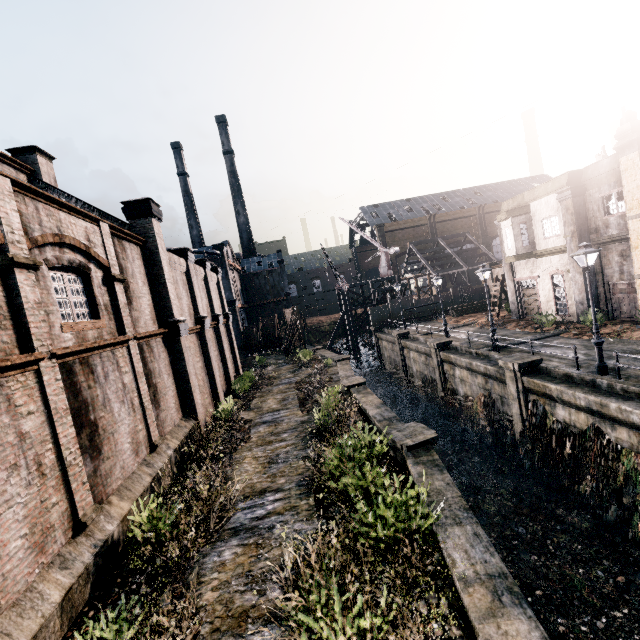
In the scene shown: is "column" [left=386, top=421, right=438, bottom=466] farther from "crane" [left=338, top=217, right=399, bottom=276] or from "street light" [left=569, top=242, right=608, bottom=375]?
"crane" [left=338, top=217, right=399, bottom=276]

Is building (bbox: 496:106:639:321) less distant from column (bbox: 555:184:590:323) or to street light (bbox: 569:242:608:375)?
column (bbox: 555:184:590:323)

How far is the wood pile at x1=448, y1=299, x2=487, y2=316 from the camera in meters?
39.2

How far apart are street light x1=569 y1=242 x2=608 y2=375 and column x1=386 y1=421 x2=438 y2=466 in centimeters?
853cm

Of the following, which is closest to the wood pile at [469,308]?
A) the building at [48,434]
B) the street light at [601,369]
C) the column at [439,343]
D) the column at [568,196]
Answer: the column at [439,343]

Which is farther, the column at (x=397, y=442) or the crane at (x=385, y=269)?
the crane at (x=385, y=269)

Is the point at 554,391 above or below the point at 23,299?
below

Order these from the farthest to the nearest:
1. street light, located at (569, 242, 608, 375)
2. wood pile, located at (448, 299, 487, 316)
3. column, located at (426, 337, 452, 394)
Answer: wood pile, located at (448, 299, 487, 316) → column, located at (426, 337, 452, 394) → street light, located at (569, 242, 608, 375)
